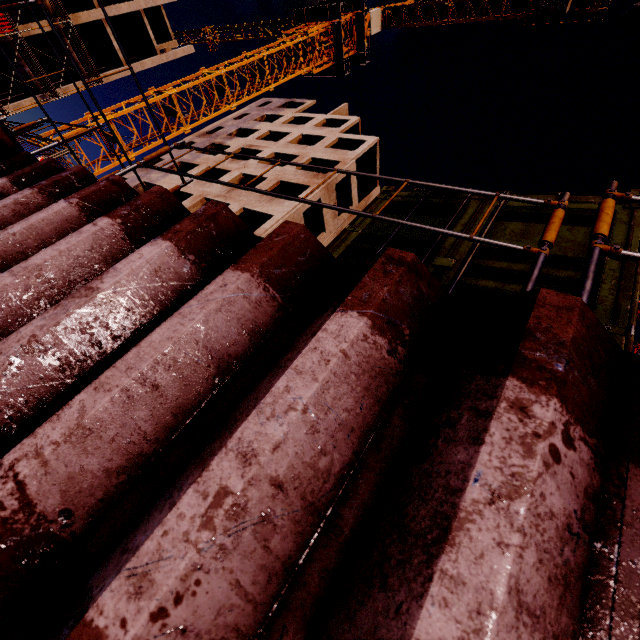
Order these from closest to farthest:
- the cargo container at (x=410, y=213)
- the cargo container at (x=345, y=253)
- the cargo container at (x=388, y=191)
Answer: the cargo container at (x=345, y=253) < the cargo container at (x=410, y=213) < the cargo container at (x=388, y=191)

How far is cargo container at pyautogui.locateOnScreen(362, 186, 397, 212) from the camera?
3.74m

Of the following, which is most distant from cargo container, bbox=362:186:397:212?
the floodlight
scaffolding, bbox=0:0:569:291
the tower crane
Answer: the tower crane

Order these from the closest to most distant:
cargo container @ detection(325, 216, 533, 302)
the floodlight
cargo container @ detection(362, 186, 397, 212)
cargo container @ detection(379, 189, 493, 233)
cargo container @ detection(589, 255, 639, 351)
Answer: cargo container @ detection(589, 255, 639, 351)
cargo container @ detection(325, 216, 533, 302)
cargo container @ detection(379, 189, 493, 233)
cargo container @ detection(362, 186, 397, 212)
the floodlight

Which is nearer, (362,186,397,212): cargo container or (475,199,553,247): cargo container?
(475,199,553,247): cargo container

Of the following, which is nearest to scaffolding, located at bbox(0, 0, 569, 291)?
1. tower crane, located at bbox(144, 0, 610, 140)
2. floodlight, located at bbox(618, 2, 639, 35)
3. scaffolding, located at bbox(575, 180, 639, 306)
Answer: scaffolding, located at bbox(575, 180, 639, 306)

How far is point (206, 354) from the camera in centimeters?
107cm

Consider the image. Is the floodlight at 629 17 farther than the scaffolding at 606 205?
Yes
